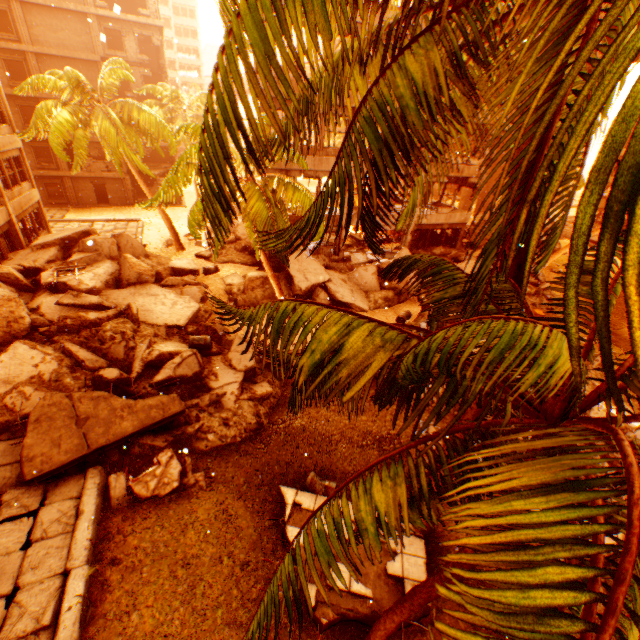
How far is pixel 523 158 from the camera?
1.2m

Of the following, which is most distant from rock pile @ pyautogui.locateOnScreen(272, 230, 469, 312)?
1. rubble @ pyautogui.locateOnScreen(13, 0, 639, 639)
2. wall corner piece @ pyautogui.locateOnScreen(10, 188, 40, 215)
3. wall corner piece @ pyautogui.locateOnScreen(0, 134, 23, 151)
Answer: wall corner piece @ pyautogui.locateOnScreen(0, 134, 23, 151)

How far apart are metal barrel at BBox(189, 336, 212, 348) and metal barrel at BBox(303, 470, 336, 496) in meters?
6.1 m

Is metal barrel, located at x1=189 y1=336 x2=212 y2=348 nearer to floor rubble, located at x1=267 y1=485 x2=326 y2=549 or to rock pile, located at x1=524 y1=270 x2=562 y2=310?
rock pile, located at x1=524 y1=270 x2=562 y2=310

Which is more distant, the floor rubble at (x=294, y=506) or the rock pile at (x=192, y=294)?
the rock pile at (x=192, y=294)

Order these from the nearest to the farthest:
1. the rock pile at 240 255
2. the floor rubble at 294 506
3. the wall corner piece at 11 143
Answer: the floor rubble at 294 506 → the wall corner piece at 11 143 → the rock pile at 240 255

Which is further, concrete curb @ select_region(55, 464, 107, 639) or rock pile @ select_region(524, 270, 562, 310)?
rock pile @ select_region(524, 270, 562, 310)

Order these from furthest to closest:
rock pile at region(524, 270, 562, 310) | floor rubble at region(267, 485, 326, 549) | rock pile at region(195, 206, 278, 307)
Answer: rock pile at region(524, 270, 562, 310)
rock pile at region(195, 206, 278, 307)
floor rubble at region(267, 485, 326, 549)
